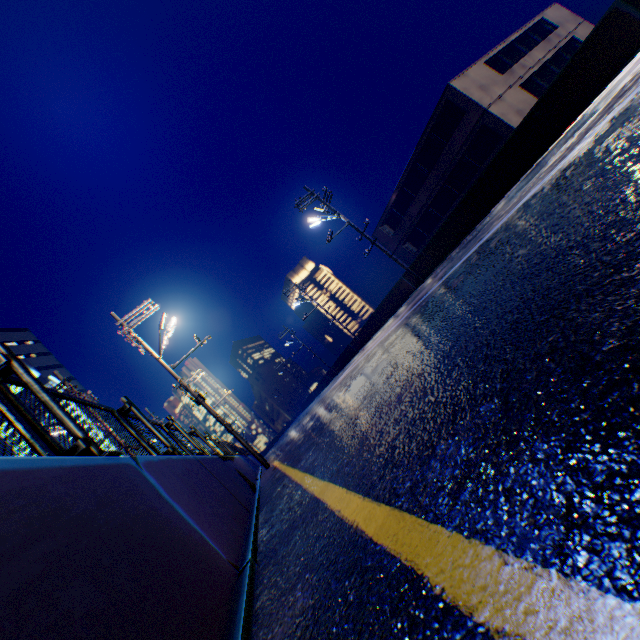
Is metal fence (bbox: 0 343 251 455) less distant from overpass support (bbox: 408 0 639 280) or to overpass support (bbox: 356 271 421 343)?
overpass support (bbox: 408 0 639 280)

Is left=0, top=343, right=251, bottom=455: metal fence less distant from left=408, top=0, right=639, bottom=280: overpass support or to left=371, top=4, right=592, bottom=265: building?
left=408, top=0, right=639, bottom=280: overpass support

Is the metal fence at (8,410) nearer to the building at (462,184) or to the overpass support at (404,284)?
the overpass support at (404,284)

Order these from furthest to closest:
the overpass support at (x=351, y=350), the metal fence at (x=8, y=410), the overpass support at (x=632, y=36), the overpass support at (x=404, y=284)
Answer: the overpass support at (x=351, y=350)
the overpass support at (x=404, y=284)
the overpass support at (x=632, y=36)
the metal fence at (x=8, y=410)

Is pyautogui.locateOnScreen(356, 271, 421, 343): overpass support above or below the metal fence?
below

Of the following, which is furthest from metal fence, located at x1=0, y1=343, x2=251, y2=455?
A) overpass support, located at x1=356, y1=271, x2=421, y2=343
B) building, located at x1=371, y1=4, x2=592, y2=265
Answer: building, located at x1=371, y1=4, x2=592, y2=265

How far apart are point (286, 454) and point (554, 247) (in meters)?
9.16

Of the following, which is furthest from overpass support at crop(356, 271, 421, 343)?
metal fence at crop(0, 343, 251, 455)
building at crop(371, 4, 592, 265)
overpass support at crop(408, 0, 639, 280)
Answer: building at crop(371, 4, 592, 265)
